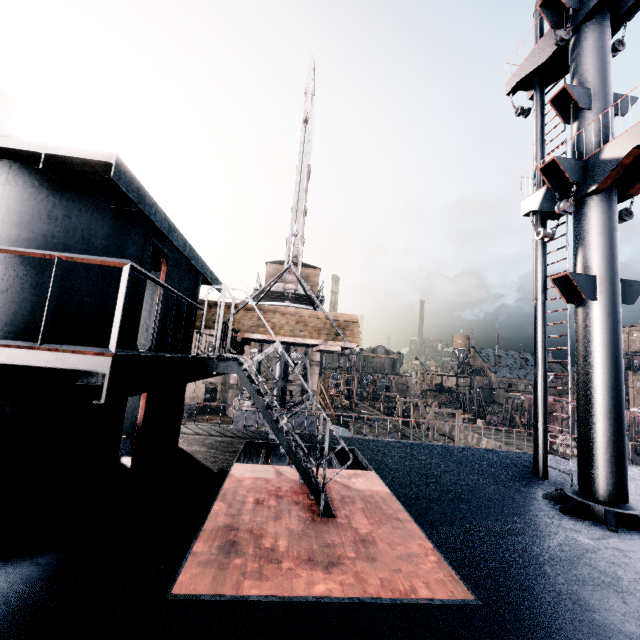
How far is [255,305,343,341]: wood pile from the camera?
12.91m

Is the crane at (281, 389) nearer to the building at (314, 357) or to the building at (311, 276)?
the building at (311, 276)

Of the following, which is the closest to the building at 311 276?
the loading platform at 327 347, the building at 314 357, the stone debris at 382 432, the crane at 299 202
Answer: the crane at 299 202

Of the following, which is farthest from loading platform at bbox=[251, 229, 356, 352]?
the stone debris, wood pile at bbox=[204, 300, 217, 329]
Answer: the stone debris

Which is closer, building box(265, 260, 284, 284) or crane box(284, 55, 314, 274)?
crane box(284, 55, 314, 274)

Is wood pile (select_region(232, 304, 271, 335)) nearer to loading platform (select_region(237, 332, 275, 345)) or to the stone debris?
loading platform (select_region(237, 332, 275, 345))

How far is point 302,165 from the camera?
21.0m
